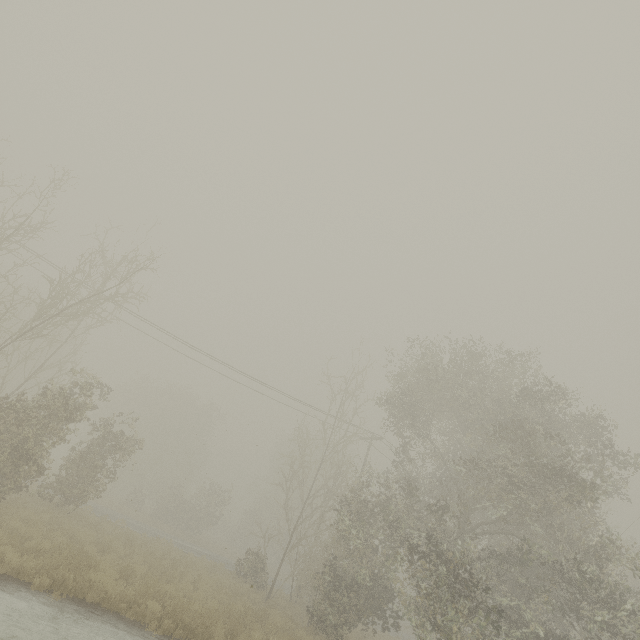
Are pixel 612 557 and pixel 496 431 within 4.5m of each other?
no
